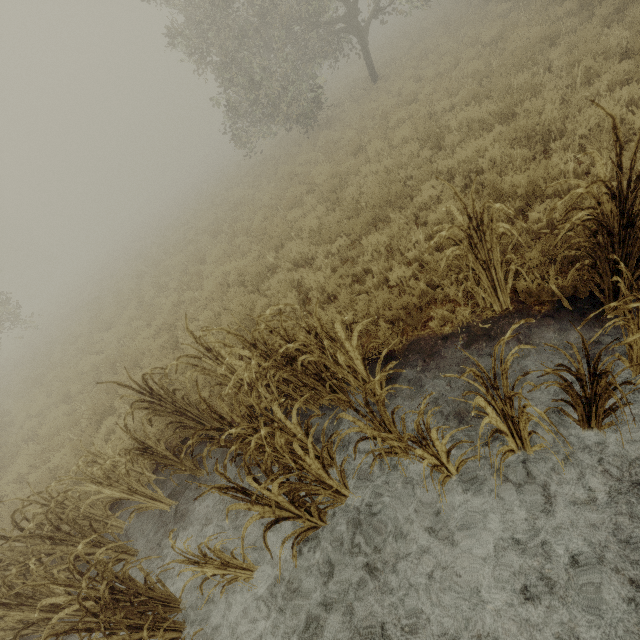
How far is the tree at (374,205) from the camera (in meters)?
6.91

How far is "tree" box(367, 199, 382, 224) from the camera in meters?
6.9

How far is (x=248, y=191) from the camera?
16.03m

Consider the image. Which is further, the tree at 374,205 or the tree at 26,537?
the tree at 374,205

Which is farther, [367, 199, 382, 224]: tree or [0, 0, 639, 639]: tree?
[367, 199, 382, 224]: tree
